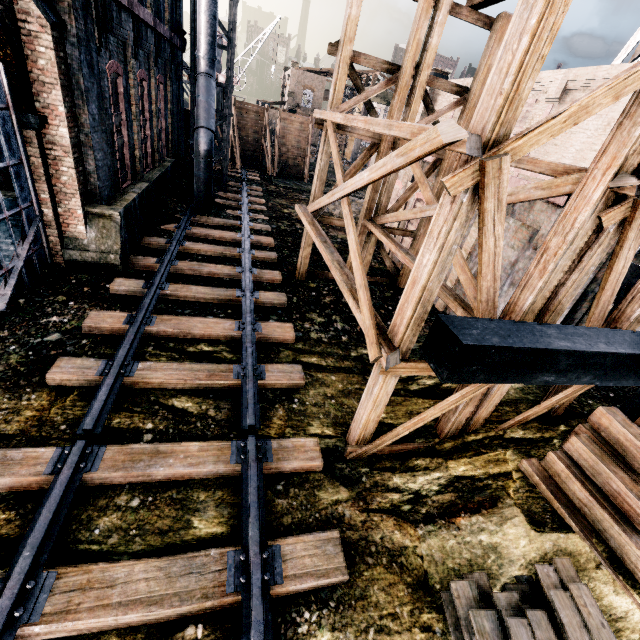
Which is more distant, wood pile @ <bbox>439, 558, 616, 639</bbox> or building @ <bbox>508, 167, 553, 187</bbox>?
building @ <bbox>508, 167, 553, 187</bbox>

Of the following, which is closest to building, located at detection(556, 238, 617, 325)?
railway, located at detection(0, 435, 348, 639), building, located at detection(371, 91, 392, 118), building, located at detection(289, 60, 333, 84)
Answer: railway, located at detection(0, 435, 348, 639)

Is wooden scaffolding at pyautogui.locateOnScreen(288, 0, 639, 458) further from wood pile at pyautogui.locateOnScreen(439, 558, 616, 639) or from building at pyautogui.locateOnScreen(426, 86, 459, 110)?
wood pile at pyautogui.locateOnScreen(439, 558, 616, 639)

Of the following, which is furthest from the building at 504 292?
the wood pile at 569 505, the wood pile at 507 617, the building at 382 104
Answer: the building at 382 104

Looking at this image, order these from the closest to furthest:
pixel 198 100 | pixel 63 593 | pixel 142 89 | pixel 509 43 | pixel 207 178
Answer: pixel 509 43, pixel 63 593, pixel 142 89, pixel 198 100, pixel 207 178

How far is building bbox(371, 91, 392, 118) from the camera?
49.1 meters

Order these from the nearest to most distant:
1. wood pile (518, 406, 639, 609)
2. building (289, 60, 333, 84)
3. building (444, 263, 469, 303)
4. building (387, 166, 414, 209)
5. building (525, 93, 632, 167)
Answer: wood pile (518, 406, 639, 609)
building (444, 263, 469, 303)
building (525, 93, 632, 167)
building (387, 166, 414, 209)
building (289, 60, 333, 84)

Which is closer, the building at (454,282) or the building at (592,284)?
the building at (592,284)
